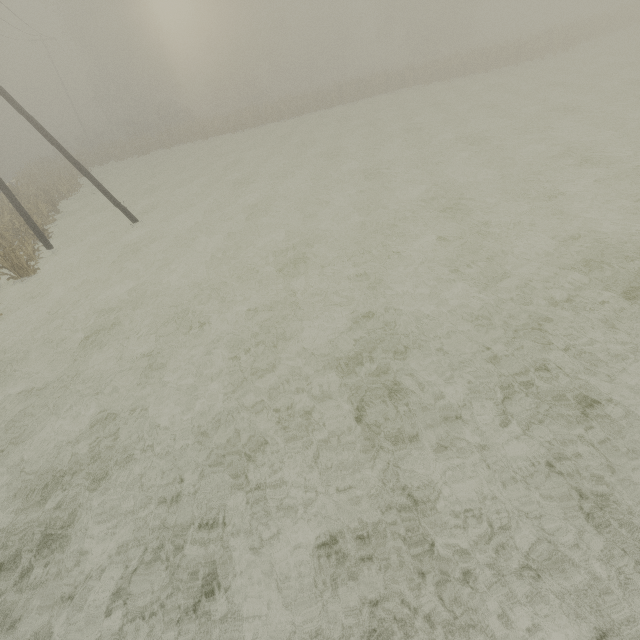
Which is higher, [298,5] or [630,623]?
[298,5]

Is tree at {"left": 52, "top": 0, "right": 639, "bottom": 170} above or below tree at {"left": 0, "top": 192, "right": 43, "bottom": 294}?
above

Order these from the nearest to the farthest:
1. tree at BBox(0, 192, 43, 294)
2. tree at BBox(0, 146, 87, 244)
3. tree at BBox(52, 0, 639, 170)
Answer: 1. tree at BBox(0, 192, 43, 294)
2. tree at BBox(0, 146, 87, 244)
3. tree at BBox(52, 0, 639, 170)

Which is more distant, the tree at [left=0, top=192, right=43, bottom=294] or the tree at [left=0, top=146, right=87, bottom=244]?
the tree at [left=0, top=146, right=87, bottom=244]

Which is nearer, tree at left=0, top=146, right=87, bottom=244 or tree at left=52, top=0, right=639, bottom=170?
tree at left=0, top=146, right=87, bottom=244

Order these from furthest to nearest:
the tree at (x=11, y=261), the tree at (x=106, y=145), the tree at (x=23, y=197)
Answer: the tree at (x=106, y=145) < the tree at (x=23, y=197) < the tree at (x=11, y=261)

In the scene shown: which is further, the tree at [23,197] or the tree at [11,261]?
the tree at [23,197]
